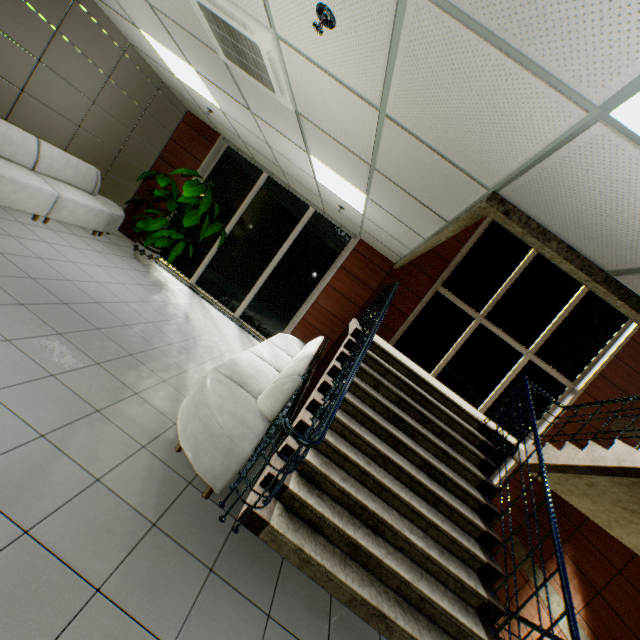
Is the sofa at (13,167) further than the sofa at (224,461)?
Yes

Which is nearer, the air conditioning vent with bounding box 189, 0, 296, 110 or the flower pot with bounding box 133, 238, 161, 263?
the air conditioning vent with bounding box 189, 0, 296, 110

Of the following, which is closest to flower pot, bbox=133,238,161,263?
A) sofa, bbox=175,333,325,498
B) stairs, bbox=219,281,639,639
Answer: sofa, bbox=175,333,325,498

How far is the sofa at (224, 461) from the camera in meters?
2.6

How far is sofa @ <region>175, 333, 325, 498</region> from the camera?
2.6m

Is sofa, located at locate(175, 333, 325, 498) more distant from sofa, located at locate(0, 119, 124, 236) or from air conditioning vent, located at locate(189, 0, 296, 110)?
sofa, located at locate(0, 119, 124, 236)

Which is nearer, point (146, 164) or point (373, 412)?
point (373, 412)

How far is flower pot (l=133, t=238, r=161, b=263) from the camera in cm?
665
